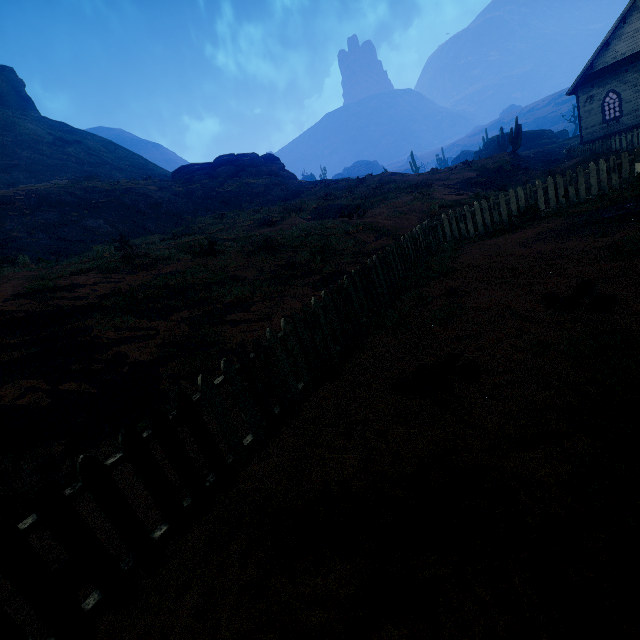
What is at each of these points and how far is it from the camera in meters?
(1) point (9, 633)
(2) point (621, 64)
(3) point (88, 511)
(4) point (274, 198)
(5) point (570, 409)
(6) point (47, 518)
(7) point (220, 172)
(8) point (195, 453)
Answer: (1) fence, 1.8
(2) building, 23.5
(3) z, 3.4
(4) z, 29.5
(5) z, 2.5
(6) fence, 2.0
(7) rock, 35.1
(8) z, 3.7

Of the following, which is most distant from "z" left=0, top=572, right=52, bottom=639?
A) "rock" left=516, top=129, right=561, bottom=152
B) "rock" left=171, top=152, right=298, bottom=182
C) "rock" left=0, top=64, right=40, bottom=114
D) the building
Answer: "rock" left=516, top=129, right=561, bottom=152

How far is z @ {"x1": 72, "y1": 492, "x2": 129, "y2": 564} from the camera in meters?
2.7

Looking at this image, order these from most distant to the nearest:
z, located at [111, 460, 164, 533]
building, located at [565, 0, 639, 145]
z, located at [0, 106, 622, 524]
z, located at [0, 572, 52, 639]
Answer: building, located at [565, 0, 639, 145] → z, located at [0, 106, 622, 524] → z, located at [111, 460, 164, 533] → z, located at [0, 572, 52, 639]

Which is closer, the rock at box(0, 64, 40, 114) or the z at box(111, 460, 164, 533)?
the z at box(111, 460, 164, 533)

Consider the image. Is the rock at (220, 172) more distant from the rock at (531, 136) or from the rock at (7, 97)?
the rock at (7, 97)

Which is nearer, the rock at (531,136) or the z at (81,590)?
the z at (81,590)
